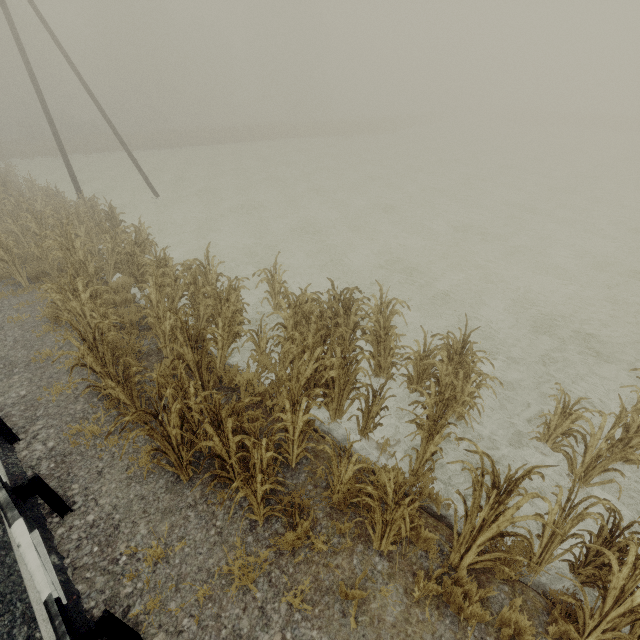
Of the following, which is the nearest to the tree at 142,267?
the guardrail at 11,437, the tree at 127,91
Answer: the guardrail at 11,437

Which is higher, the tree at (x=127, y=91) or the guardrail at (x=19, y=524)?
the tree at (x=127, y=91)

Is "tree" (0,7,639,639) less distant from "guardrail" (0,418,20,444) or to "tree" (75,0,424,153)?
"guardrail" (0,418,20,444)

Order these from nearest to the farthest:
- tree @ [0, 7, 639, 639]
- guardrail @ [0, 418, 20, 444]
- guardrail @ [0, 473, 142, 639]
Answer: guardrail @ [0, 473, 142, 639]
tree @ [0, 7, 639, 639]
guardrail @ [0, 418, 20, 444]

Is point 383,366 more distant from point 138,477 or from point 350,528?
point 138,477

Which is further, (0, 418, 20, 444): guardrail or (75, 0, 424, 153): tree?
(75, 0, 424, 153): tree
